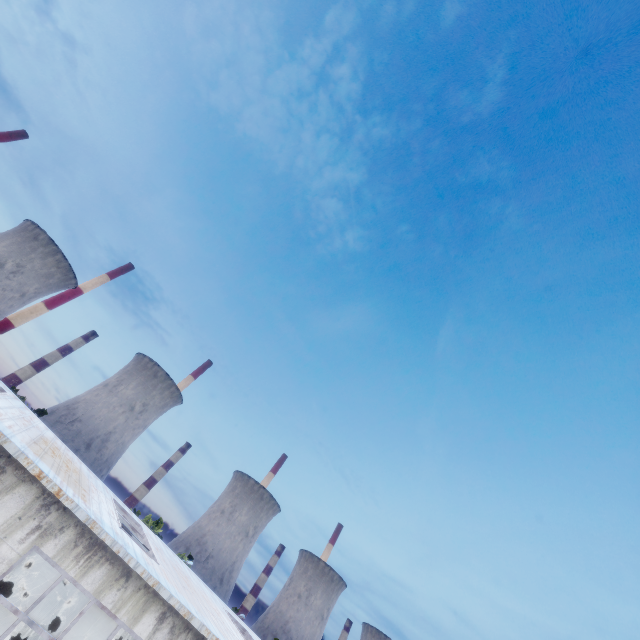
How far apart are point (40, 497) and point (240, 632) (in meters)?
11.37
